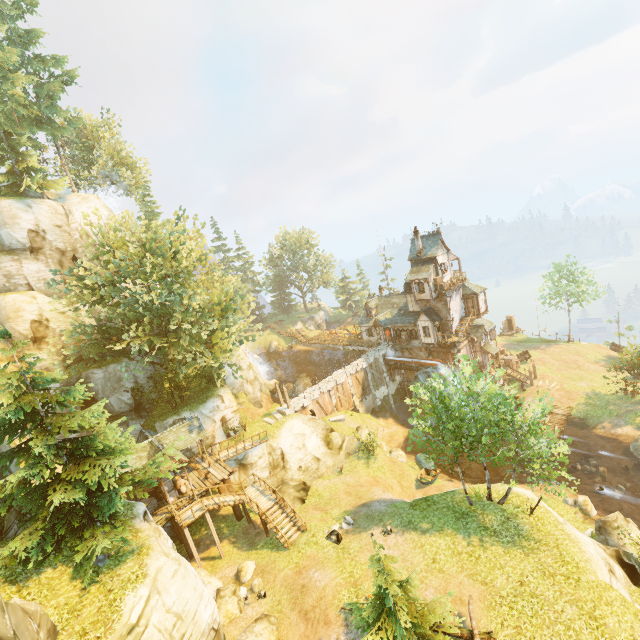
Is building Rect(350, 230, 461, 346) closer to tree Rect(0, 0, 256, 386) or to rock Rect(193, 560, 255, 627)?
tree Rect(0, 0, 256, 386)

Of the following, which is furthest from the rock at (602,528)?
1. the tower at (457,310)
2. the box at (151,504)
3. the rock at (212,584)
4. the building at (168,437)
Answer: the box at (151,504)

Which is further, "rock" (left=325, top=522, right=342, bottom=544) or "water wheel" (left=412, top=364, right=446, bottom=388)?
"water wheel" (left=412, top=364, right=446, bottom=388)

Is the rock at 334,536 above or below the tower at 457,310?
below

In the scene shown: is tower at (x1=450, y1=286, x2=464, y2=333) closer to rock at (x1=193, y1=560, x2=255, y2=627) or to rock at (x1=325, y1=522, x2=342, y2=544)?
rock at (x1=325, y1=522, x2=342, y2=544)

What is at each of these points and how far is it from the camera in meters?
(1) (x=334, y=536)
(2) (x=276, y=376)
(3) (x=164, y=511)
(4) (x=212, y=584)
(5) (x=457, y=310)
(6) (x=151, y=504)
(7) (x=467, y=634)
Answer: (1) rock, 20.0 m
(2) rock, 52.7 m
(3) wooden platform, 23.1 m
(4) rock, 19.3 m
(5) tower, 40.3 m
(6) box, 23.4 m
(7) log, 13.2 m

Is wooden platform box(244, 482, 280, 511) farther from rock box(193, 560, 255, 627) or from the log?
the log

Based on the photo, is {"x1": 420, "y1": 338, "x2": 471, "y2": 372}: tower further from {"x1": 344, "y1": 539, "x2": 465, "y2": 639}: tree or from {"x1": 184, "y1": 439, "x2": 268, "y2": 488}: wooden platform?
{"x1": 184, "y1": 439, "x2": 268, "y2": 488}: wooden platform
